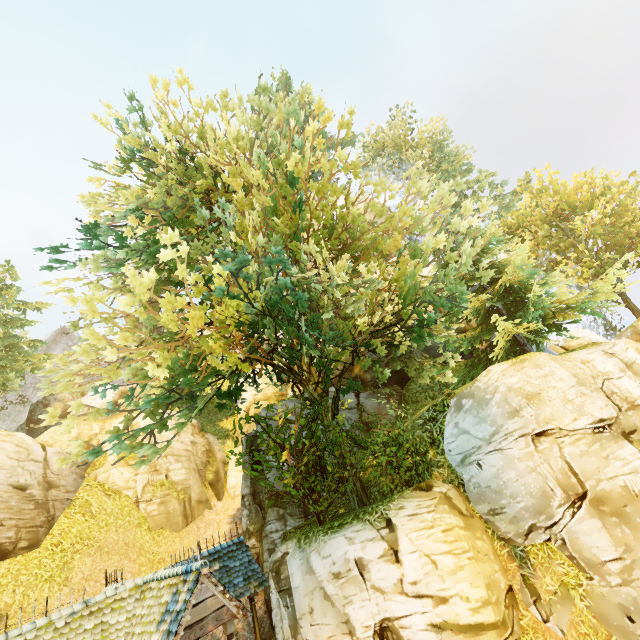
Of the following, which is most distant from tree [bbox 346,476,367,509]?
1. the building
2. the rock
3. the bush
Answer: the rock

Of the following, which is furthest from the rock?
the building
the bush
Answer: the bush

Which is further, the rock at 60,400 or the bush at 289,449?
the rock at 60,400

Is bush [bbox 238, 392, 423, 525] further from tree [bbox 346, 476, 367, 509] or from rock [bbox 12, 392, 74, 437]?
rock [bbox 12, 392, 74, 437]

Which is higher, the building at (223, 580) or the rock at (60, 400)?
the rock at (60, 400)

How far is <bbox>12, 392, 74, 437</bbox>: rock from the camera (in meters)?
32.66

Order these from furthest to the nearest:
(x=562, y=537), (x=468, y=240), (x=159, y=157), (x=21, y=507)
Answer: (x=21, y=507)
(x=159, y=157)
(x=562, y=537)
(x=468, y=240)

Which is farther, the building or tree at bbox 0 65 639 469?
the building
